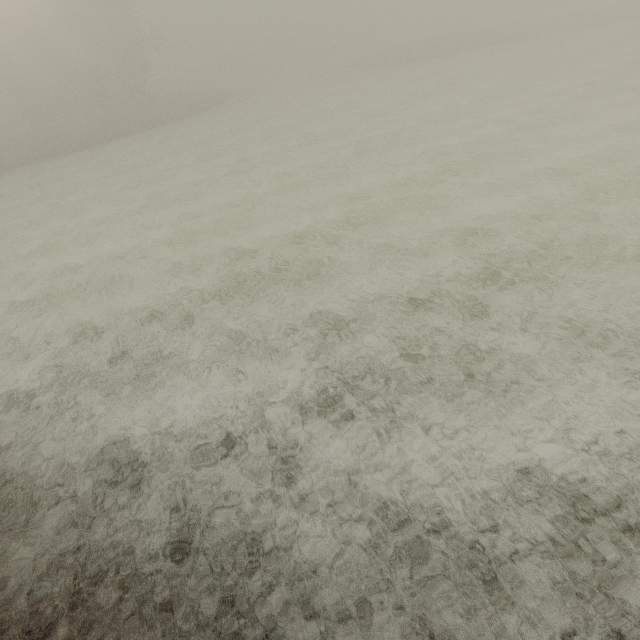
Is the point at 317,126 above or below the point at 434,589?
below
